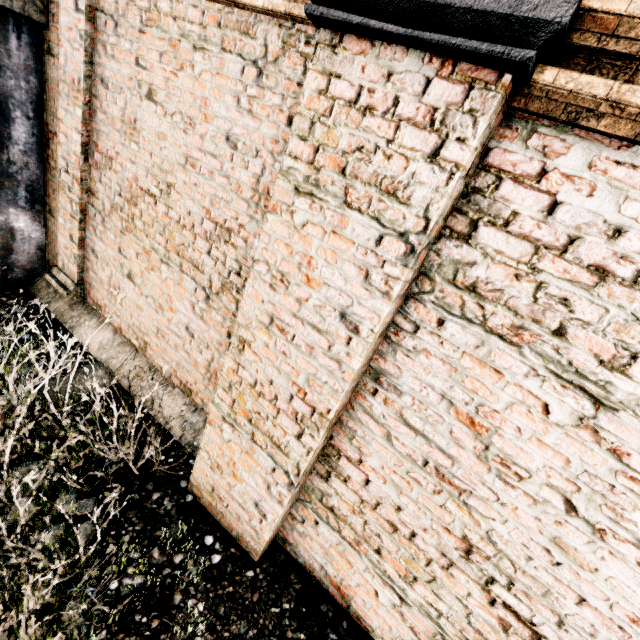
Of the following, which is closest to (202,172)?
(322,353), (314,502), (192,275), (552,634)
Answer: (192,275)

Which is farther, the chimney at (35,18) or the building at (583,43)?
the chimney at (35,18)

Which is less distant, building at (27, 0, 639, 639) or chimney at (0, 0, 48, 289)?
building at (27, 0, 639, 639)
